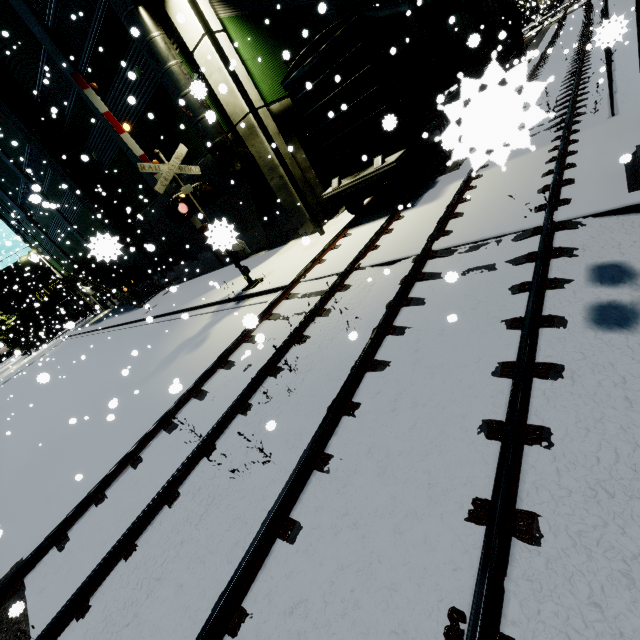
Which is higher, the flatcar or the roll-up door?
the roll-up door

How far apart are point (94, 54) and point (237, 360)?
15.75m

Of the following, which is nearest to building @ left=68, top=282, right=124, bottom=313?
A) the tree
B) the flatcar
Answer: the flatcar

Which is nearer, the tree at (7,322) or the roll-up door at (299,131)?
the roll-up door at (299,131)

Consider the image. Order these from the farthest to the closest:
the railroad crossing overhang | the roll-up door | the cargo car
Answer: the roll-up door < the cargo car < the railroad crossing overhang

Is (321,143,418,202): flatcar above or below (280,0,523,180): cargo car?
below

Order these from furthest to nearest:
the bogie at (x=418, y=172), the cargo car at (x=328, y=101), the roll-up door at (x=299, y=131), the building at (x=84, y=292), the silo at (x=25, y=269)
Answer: the silo at (x=25, y=269), the building at (x=84, y=292), the roll-up door at (x=299, y=131), the bogie at (x=418, y=172), the cargo car at (x=328, y=101)

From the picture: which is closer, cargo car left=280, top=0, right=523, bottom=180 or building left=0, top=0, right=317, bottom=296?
cargo car left=280, top=0, right=523, bottom=180
